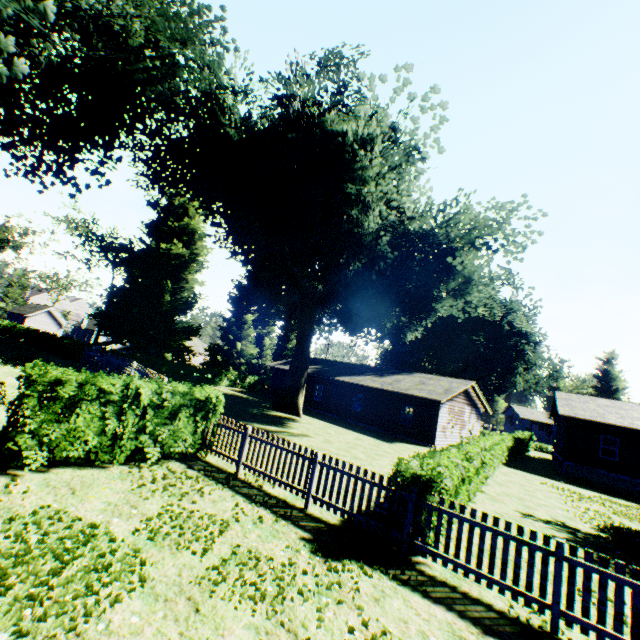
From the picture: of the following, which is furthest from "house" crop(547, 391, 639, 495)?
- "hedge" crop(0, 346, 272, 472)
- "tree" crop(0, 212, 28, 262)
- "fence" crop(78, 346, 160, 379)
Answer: "hedge" crop(0, 346, 272, 472)

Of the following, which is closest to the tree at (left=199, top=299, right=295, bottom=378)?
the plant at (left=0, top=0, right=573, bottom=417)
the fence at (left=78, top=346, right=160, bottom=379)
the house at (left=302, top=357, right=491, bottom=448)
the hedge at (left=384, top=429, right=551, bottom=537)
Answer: the hedge at (left=384, top=429, right=551, bottom=537)

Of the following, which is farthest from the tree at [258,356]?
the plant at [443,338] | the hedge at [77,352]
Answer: the hedge at [77,352]

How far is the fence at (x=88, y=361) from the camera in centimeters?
1346cm

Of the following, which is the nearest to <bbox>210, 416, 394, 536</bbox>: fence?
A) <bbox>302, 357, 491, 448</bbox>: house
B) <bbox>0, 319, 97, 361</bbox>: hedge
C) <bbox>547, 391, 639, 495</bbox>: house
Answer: <bbox>0, 319, 97, 361</bbox>: hedge

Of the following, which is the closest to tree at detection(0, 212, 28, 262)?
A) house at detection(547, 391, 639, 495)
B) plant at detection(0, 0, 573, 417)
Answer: plant at detection(0, 0, 573, 417)

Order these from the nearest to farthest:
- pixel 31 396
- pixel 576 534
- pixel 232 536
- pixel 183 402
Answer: pixel 232 536 < pixel 31 396 < pixel 183 402 < pixel 576 534

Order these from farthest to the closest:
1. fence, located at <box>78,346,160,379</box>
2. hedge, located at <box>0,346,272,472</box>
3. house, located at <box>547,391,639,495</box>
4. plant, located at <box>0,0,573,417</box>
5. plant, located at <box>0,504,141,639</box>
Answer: house, located at <box>547,391,639,495</box> → plant, located at <box>0,0,573,417</box> → fence, located at <box>78,346,160,379</box> → hedge, located at <box>0,346,272,472</box> → plant, located at <box>0,504,141,639</box>
